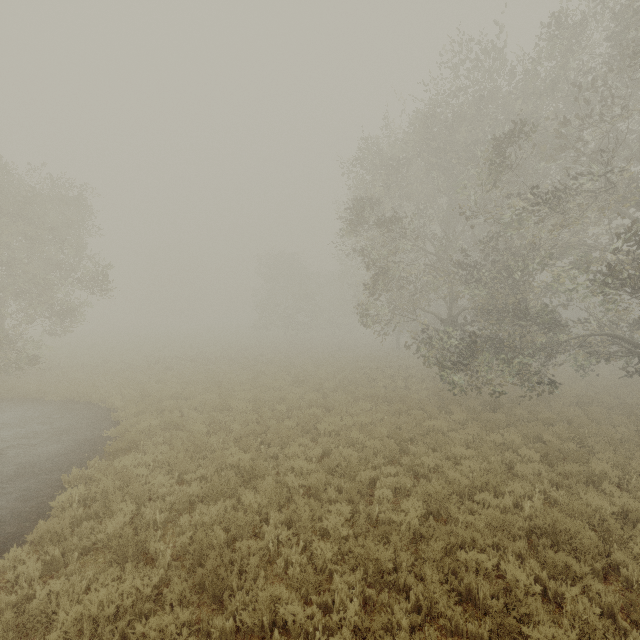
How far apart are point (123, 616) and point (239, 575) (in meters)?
1.63
